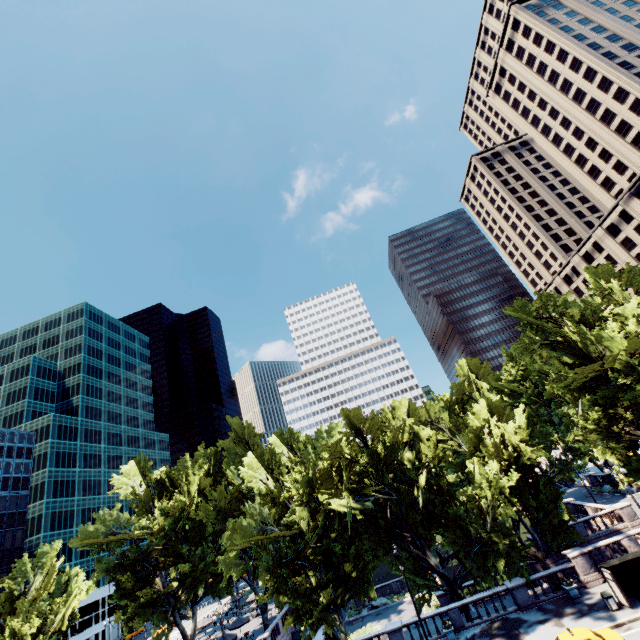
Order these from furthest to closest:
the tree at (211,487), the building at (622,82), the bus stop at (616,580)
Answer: the building at (622,82)
the tree at (211,487)
the bus stop at (616,580)

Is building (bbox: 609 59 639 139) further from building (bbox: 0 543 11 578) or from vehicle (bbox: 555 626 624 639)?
building (bbox: 0 543 11 578)

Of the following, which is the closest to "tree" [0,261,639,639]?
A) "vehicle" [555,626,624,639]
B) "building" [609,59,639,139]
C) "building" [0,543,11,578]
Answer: "vehicle" [555,626,624,639]

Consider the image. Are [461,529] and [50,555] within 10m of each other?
no

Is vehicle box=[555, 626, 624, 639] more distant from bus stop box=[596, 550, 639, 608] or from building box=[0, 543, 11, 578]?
building box=[0, 543, 11, 578]

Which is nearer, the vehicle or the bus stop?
A: the vehicle

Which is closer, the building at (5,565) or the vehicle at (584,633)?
the vehicle at (584,633)

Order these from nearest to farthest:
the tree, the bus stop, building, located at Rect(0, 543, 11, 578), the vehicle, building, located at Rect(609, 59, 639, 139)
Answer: the vehicle, the bus stop, the tree, building, located at Rect(609, 59, 639, 139), building, located at Rect(0, 543, 11, 578)
